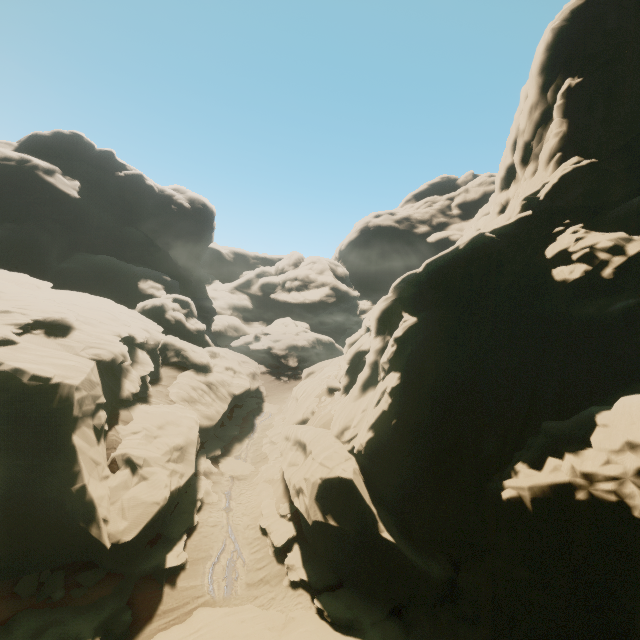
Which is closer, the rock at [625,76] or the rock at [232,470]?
the rock at [625,76]

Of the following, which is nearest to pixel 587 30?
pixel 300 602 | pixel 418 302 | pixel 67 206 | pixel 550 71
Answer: pixel 550 71

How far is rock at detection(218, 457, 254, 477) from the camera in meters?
25.2

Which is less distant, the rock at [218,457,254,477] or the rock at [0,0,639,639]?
the rock at [0,0,639,639]

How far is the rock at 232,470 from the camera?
25.17m
